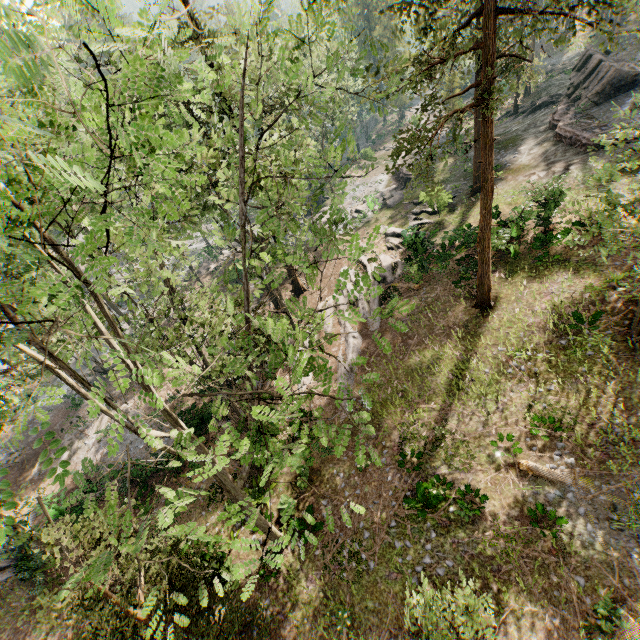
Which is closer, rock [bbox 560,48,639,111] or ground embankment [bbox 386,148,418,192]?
rock [bbox 560,48,639,111]

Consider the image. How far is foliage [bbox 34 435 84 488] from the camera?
3.1m

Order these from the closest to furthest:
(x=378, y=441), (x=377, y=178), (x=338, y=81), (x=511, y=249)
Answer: (x=338, y=81), (x=378, y=441), (x=511, y=249), (x=377, y=178)

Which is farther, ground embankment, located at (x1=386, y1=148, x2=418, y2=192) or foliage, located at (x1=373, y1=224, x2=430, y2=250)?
ground embankment, located at (x1=386, y1=148, x2=418, y2=192)

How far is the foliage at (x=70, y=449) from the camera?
3.1m

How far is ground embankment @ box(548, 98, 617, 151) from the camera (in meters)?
23.00

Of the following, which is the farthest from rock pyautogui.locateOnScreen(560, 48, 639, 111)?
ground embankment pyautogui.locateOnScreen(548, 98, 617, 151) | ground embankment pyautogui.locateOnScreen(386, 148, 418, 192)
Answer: ground embankment pyautogui.locateOnScreen(386, 148, 418, 192)

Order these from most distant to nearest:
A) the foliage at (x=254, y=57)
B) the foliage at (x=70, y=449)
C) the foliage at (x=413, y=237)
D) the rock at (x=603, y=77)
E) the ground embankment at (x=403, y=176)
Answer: the ground embankment at (x=403, y=176)
the rock at (x=603, y=77)
the foliage at (x=413, y=237)
the foliage at (x=254, y=57)
the foliage at (x=70, y=449)
